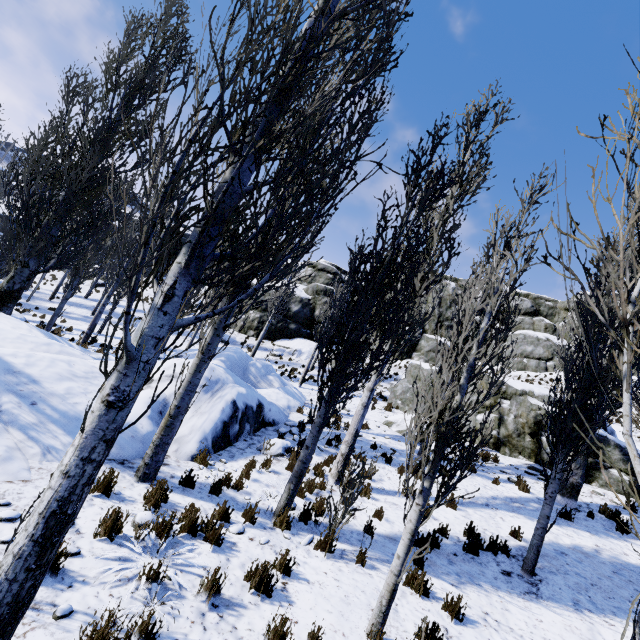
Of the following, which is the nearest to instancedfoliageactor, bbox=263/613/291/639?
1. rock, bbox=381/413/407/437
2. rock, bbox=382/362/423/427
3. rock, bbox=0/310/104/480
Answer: rock, bbox=0/310/104/480

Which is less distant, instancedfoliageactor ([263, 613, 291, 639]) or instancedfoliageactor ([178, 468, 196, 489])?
instancedfoliageactor ([263, 613, 291, 639])

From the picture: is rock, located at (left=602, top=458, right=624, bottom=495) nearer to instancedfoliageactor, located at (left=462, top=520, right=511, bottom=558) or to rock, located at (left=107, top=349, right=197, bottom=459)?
instancedfoliageactor, located at (left=462, top=520, right=511, bottom=558)

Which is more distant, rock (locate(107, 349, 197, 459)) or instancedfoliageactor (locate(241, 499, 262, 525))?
rock (locate(107, 349, 197, 459))

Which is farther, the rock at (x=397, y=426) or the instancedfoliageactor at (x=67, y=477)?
the rock at (x=397, y=426)

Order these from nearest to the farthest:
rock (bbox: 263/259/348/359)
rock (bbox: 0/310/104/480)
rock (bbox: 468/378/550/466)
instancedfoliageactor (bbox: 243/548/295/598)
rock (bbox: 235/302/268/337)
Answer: instancedfoliageactor (bbox: 243/548/295/598) → rock (bbox: 0/310/104/480) → rock (bbox: 468/378/550/466) → rock (bbox: 263/259/348/359) → rock (bbox: 235/302/268/337)

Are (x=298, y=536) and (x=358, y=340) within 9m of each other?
yes

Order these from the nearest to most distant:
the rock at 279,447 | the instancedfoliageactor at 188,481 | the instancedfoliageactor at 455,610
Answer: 1. the instancedfoliageactor at 455,610
2. the instancedfoliageactor at 188,481
3. the rock at 279,447
